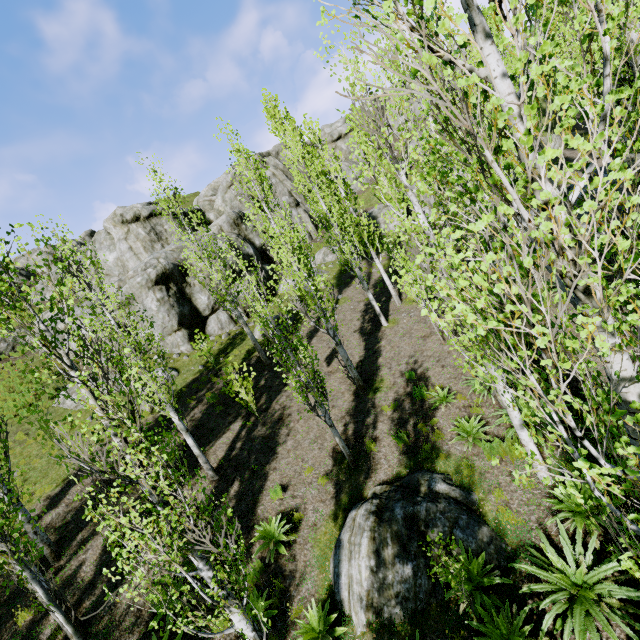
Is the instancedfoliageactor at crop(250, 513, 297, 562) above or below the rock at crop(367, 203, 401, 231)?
below

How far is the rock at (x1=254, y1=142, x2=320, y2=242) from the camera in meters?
32.4

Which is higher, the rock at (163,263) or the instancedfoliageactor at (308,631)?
the rock at (163,263)

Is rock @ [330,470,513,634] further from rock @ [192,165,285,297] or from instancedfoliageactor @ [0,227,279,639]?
rock @ [192,165,285,297]

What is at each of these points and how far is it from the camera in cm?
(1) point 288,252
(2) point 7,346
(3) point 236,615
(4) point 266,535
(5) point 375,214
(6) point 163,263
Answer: (1) instancedfoliageactor, 1051
(2) rock, 2144
(3) instancedfoliageactor, 480
(4) instancedfoliageactor, 816
(5) rock, 3122
(6) rock, 1934

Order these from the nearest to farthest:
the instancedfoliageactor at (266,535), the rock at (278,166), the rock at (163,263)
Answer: the instancedfoliageactor at (266,535) < the rock at (163,263) < the rock at (278,166)

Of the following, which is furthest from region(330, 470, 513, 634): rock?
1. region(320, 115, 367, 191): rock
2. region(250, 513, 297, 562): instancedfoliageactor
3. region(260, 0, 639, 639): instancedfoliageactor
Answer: region(320, 115, 367, 191): rock

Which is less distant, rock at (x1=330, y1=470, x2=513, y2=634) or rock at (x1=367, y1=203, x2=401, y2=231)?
rock at (x1=330, y1=470, x2=513, y2=634)
